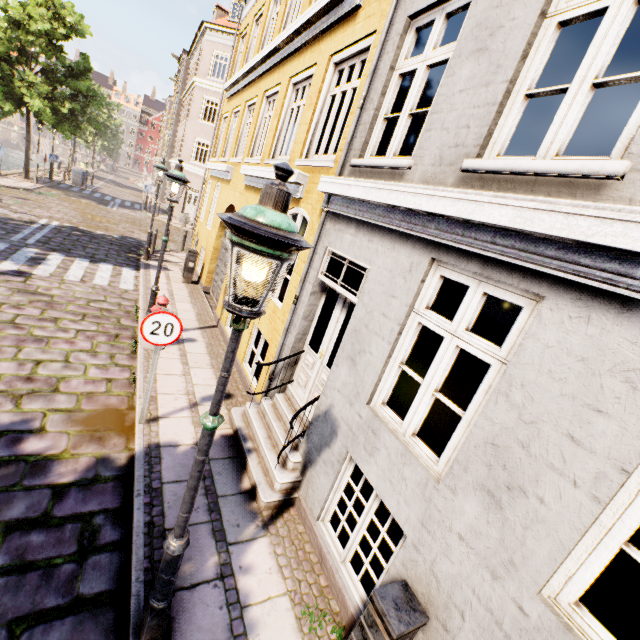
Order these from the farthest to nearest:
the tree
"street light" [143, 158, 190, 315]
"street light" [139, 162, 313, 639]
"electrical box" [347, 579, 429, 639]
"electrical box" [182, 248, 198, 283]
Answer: the tree, "electrical box" [182, 248, 198, 283], "street light" [143, 158, 190, 315], "electrical box" [347, 579, 429, 639], "street light" [139, 162, 313, 639]

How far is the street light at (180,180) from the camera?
6.5m

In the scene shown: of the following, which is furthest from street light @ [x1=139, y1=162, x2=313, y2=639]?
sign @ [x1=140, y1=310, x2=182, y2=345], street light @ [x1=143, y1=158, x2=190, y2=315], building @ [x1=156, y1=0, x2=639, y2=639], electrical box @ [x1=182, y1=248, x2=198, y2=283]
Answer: building @ [x1=156, y1=0, x2=639, y2=639]

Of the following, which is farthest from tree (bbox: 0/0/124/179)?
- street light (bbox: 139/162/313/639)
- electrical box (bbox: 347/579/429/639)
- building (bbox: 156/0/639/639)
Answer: electrical box (bbox: 347/579/429/639)

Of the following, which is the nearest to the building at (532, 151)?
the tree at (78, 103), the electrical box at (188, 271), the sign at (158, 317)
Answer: the tree at (78, 103)

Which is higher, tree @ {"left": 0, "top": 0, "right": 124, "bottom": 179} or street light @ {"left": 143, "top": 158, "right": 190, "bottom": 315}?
tree @ {"left": 0, "top": 0, "right": 124, "bottom": 179}

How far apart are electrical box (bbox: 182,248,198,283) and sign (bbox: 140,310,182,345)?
8.0 meters

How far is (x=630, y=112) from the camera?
7.5 meters
